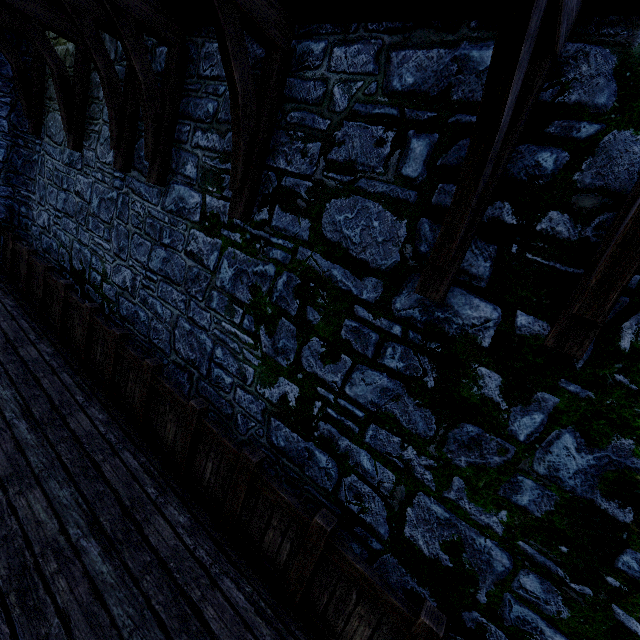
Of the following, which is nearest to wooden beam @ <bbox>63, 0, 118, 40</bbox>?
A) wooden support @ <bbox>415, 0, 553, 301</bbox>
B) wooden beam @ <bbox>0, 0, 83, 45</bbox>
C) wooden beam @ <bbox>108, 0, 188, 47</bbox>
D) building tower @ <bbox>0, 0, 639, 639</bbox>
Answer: building tower @ <bbox>0, 0, 639, 639</bbox>

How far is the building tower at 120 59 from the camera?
4.69m

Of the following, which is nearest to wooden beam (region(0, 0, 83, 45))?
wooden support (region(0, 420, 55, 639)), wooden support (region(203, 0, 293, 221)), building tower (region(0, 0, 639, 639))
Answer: building tower (region(0, 0, 639, 639))

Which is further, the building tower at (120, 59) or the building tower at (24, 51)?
the building tower at (24, 51)

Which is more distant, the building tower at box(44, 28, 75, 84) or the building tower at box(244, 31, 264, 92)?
the building tower at box(44, 28, 75, 84)

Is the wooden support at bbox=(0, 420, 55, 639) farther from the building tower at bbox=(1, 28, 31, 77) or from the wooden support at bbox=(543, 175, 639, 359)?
the wooden support at bbox=(543, 175, 639, 359)

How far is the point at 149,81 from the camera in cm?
371
